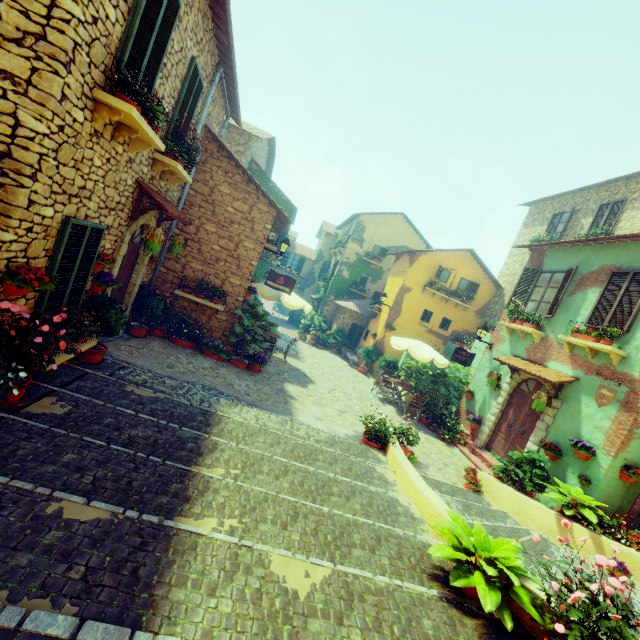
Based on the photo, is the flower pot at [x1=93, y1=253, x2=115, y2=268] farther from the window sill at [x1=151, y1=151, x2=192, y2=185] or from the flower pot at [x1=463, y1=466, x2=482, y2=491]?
the flower pot at [x1=463, y1=466, x2=482, y2=491]

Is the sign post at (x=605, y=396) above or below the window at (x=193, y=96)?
below

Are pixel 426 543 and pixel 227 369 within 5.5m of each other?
no

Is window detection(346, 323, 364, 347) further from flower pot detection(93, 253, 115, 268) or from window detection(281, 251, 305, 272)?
flower pot detection(93, 253, 115, 268)

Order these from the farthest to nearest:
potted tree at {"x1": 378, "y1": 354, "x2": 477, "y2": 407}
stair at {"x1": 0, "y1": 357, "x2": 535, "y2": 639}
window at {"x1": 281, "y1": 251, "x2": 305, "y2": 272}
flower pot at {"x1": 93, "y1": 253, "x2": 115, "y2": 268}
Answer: window at {"x1": 281, "y1": 251, "x2": 305, "y2": 272} < potted tree at {"x1": 378, "y1": 354, "x2": 477, "y2": 407} < flower pot at {"x1": 93, "y1": 253, "x2": 115, "y2": 268} < stair at {"x1": 0, "y1": 357, "x2": 535, "y2": 639}

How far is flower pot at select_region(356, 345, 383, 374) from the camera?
17.80m

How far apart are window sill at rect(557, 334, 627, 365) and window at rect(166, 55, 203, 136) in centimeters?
1103cm

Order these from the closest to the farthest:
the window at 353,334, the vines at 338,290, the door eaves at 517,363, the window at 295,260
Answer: the door eaves at 517,363, the window at 353,334, the vines at 338,290, the window at 295,260
